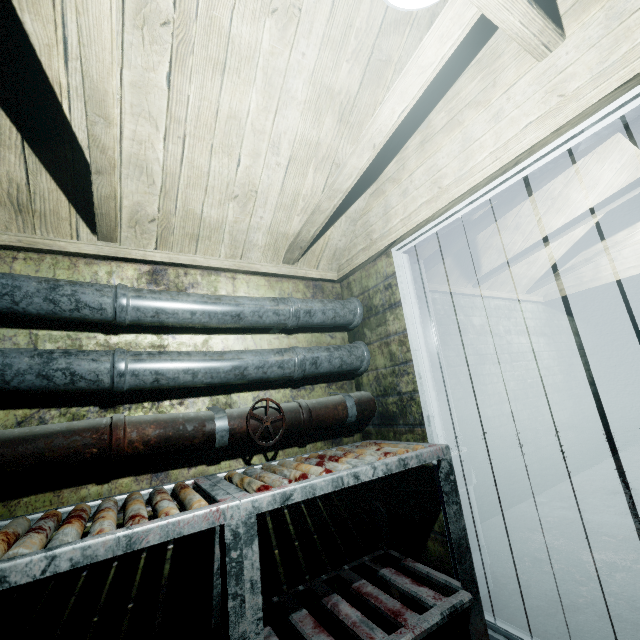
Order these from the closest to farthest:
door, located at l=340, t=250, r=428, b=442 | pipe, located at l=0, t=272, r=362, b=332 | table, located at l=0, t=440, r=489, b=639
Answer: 1. table, located at l=0, t=440, r=489, b=639
2. pipe, located at l=0, t=272, r=362, b=332
3. door, located at l=340, t=250, r=428, b=442

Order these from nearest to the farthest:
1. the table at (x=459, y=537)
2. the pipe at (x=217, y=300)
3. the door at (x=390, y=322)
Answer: the table at (x=459, y=537) < the pipe at (x=217, y=300) < the door at (x=390, y=322)

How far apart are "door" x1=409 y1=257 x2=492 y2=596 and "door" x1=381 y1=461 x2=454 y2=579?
0.08m

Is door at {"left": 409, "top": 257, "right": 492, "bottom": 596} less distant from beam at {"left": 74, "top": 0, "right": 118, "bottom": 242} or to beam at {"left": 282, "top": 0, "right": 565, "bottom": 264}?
beam at {"left": 282, "top": 0, "right": 565, "bottom": 264}

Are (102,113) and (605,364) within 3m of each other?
no

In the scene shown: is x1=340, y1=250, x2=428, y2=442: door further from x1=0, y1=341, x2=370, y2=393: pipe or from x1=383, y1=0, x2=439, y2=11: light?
x1=383, y1=0, x2=439, y2=11: light

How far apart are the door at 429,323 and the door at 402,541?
0.08m
